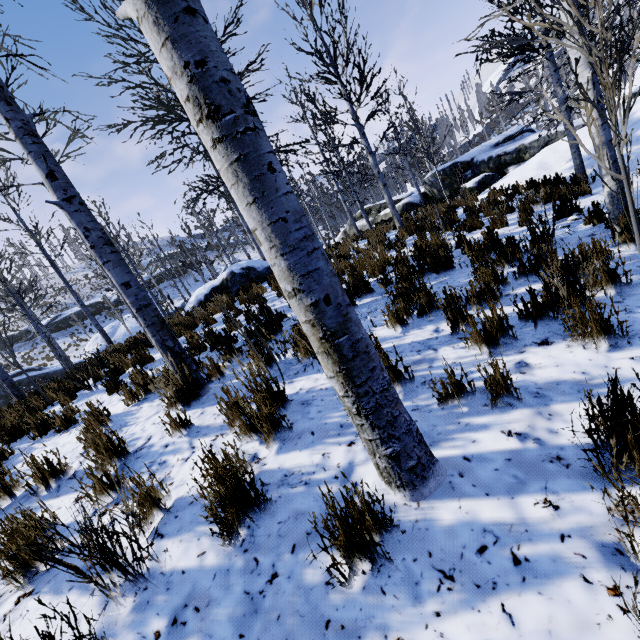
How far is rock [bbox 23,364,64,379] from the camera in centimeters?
2372cm

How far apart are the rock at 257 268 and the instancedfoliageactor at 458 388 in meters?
10.7

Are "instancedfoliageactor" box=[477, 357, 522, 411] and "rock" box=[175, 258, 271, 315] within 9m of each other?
no

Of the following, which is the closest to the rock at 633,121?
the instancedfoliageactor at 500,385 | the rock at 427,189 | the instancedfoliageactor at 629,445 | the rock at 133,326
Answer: the rock at 427,189

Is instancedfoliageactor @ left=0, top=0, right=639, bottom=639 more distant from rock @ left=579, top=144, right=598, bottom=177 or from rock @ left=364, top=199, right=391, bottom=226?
rock @ left=364, top=199, right=391, bottom=226

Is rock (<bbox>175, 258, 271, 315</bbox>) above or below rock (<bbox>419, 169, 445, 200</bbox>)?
above

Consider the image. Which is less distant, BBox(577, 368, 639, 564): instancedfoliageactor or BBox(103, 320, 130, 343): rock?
BBox(577, 368, 639, 564): instancedfoliageactor

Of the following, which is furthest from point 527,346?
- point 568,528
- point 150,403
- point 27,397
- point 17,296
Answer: point 17,296
